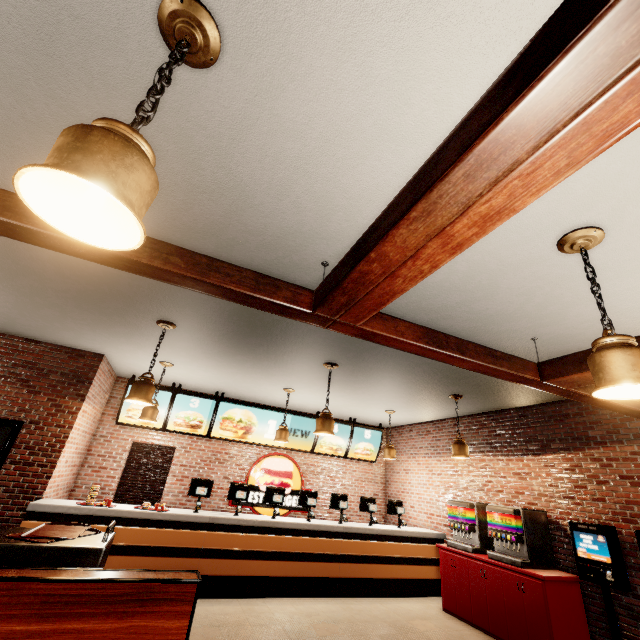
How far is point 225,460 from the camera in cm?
781
